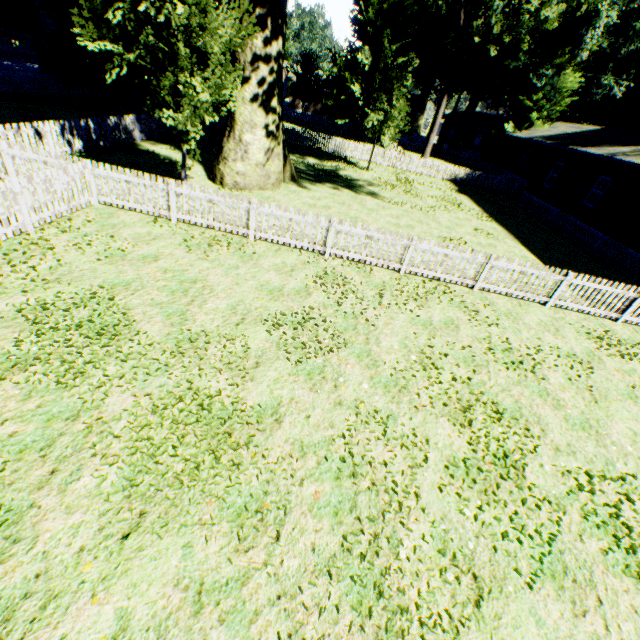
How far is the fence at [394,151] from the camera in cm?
2805

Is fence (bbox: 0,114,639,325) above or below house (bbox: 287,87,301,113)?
below

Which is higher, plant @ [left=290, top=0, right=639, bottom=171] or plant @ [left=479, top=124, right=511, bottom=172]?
plant @ [left=290, top=0, right=639, bottom=171]

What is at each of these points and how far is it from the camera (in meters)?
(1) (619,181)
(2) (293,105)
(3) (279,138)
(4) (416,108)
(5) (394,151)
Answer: (1) house, 17.05
(2) house, 51.16
(3) plant, 14.56
(4) house, 49.91
(5) fence, 34.41

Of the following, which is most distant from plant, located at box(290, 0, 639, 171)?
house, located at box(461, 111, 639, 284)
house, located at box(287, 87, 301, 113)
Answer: house, located at box(287, 87, 301, 113)

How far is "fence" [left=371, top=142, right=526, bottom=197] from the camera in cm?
2805

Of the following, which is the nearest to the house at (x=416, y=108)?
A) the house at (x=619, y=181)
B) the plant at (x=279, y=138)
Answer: the plant at (x=279, y=138)
